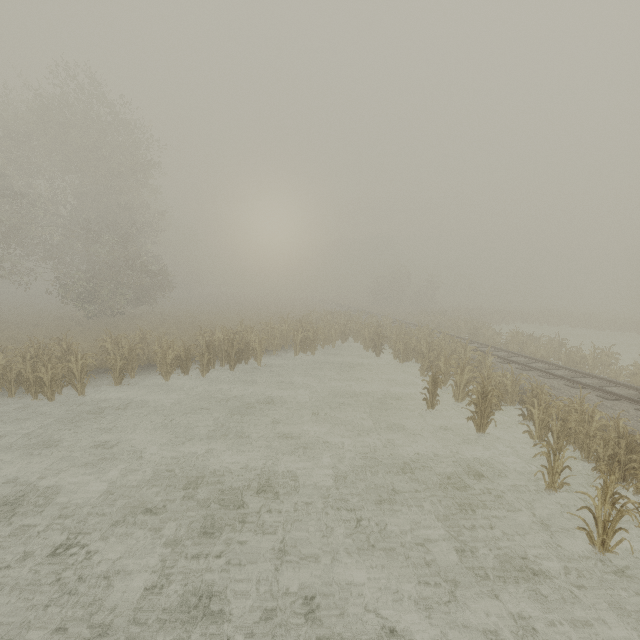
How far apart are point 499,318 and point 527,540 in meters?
34.2
